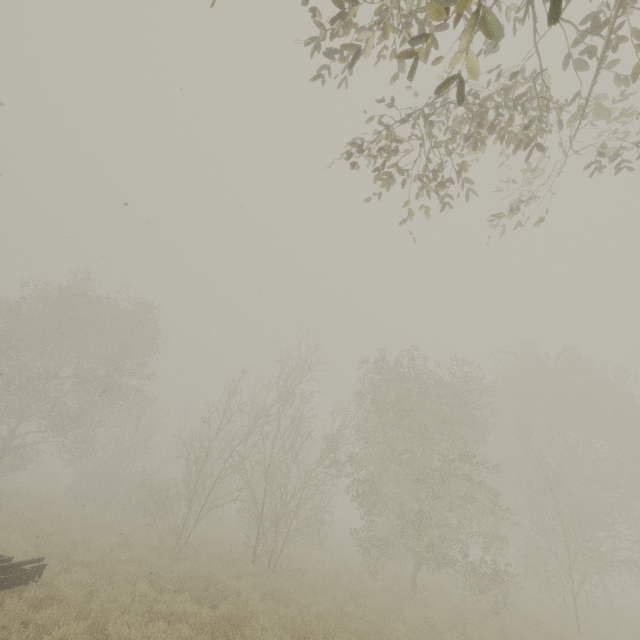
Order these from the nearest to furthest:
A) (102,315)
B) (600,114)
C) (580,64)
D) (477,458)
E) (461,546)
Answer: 1. (580,64)
2. (600,114)
3. (461,546)
4. (102,315)
5. (477,458)
